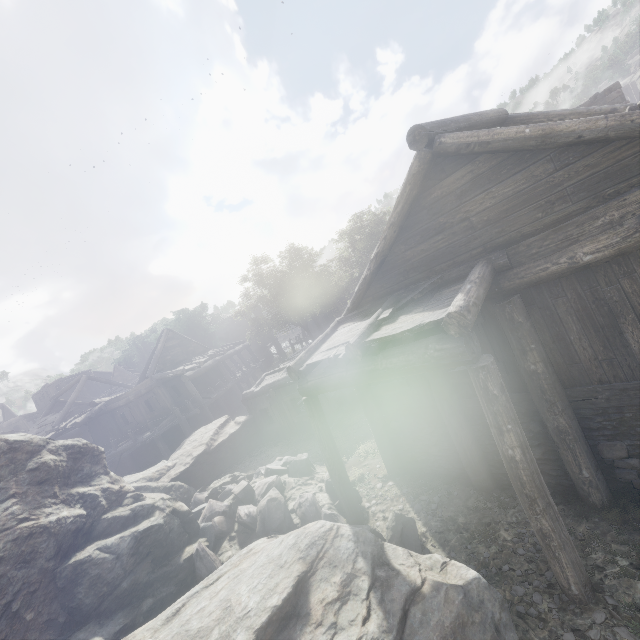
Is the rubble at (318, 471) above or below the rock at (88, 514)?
below

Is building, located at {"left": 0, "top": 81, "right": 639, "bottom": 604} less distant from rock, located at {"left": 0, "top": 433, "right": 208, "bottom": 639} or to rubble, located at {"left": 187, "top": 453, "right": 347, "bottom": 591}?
rock, located at {"left": 0, "top": 433, "right": 208, "bottom": 639}

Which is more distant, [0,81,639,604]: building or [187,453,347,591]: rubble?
[187,453,347,591]: rubble

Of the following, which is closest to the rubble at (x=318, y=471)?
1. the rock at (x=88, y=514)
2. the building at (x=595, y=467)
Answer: the rock at (x=88, y=514)

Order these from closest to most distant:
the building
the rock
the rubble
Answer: the building → the rock → the rubble

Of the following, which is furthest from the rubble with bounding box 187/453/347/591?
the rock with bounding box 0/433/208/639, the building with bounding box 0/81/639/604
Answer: the building with bounding box 0/81/639/604

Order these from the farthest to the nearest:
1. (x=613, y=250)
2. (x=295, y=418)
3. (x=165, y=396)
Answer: (x=165, y=396)
(x=295, y=418)
(x=613, y=250)
